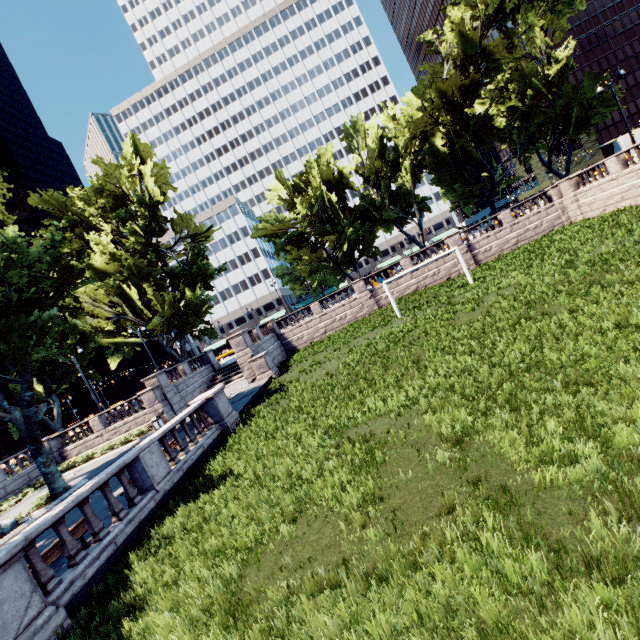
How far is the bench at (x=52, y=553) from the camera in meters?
7.8 m

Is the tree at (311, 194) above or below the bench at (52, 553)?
above

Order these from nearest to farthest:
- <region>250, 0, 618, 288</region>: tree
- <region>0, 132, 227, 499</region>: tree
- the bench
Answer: the bench < <region>0, 132, 227, 499</region>: tree < <region>250, 0, 618, 288</region>: tree

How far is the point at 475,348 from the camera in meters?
10.8 m

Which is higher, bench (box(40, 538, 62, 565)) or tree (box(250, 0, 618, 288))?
tree (box(250, 0, 618, 288))

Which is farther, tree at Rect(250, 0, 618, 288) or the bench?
tree at Rect(250, 0, 618, 288)

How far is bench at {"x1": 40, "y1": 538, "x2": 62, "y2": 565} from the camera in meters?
7.8 m
